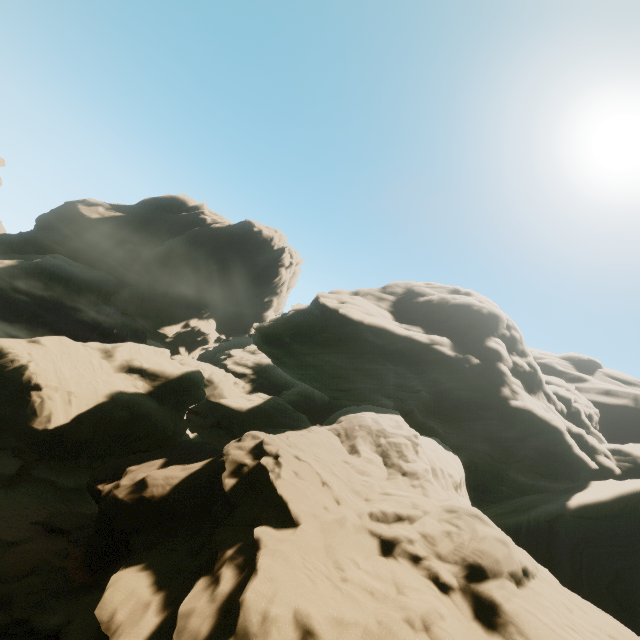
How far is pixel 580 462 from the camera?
29.45m
